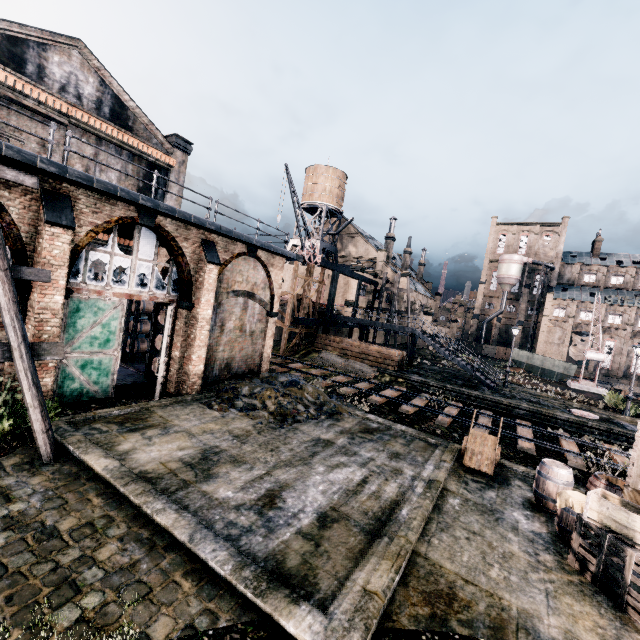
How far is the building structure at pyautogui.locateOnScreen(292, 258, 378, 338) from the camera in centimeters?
3156cm

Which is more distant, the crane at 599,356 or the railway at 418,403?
the crane at 599,356

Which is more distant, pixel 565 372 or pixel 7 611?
pixel 565 372

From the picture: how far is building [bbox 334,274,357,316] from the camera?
40.0m

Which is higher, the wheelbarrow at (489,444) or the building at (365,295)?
the building at (365,295)

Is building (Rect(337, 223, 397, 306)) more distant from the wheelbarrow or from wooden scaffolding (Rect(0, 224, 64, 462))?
the wheelbarrow

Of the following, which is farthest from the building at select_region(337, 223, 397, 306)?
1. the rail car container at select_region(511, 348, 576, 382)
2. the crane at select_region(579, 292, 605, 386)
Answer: the crane at select_region(579, 292, 605, 386)

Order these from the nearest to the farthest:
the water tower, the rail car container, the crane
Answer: the crane < the rail car container < the water tower
